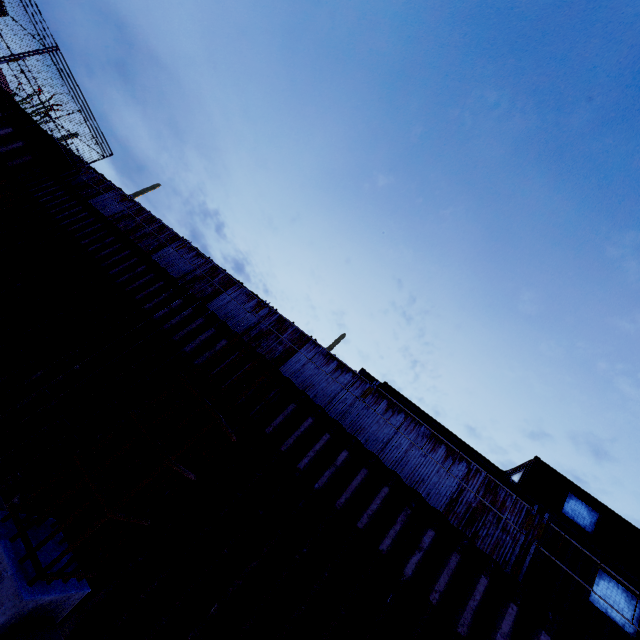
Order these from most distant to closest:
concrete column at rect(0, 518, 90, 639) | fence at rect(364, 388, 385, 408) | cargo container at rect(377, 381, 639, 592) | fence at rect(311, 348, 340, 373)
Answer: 1. fence at rect(311, 348, 340, 373)
2. fence at rect(364, 388, 385, 408)
3. cargo container at rect(377, 381, 639, 592)
4. concrete column at rect(0, 518, 90, 639)

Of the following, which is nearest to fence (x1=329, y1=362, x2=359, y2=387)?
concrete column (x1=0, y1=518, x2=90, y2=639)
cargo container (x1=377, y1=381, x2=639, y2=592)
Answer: cargo container (x1=377, y1=381, x2=639, y2=592)

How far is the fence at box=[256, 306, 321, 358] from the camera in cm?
1089

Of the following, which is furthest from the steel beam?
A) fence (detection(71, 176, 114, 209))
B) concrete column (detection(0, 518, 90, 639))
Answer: fence (detection(71, 176, 114, 209))

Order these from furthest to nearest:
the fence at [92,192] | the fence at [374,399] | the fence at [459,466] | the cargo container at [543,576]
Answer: the fence at [92,192] < the fence at [374,399] < the fence at [459,466] < the cargo container at [543,576]

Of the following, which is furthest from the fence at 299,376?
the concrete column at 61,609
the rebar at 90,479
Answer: the concrete column at 61,609

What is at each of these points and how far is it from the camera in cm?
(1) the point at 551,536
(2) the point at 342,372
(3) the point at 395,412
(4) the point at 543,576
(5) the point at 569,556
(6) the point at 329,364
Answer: (1) cargo container, 778
(2) fence, 1039
(3) fence, 957
(4) cargo container, 731
(5) cargo container, 752
(6) fence, 1054
